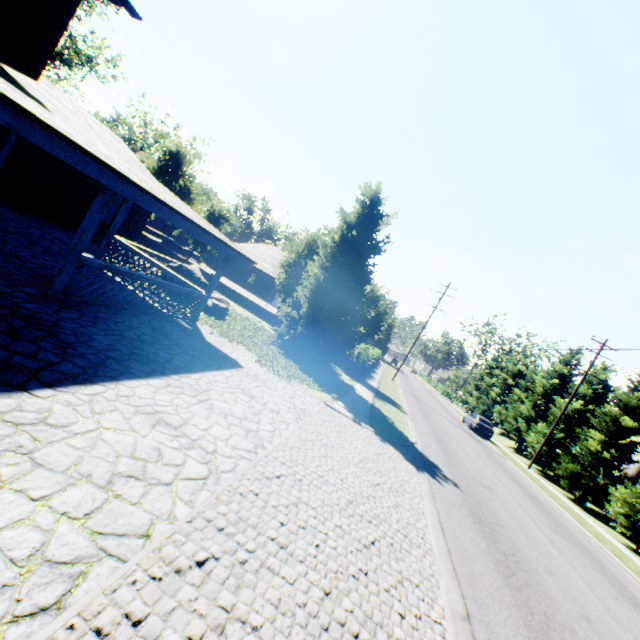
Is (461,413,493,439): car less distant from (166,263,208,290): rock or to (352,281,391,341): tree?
(352,281,391,341): tree

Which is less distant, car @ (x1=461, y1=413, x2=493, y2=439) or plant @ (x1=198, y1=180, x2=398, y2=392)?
plant @ (x1=198, y1=180, x2=398, y2=392)

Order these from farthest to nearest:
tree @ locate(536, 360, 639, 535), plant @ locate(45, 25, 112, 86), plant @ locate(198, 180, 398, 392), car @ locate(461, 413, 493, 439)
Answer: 1. plant @ locate(45, 25, 112, 86)
2. car @ locate(461, 413, 493, 439)
3. tree @ locate(536, 360, 639, 535)
4. plant @ locate(198, 180, 398, 392)

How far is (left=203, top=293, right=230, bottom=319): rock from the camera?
13.8m

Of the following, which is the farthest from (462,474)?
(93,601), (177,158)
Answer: (177,158)

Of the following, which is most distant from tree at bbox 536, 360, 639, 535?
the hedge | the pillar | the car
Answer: the pillar

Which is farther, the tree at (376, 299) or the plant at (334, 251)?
the tree at (376, 299)

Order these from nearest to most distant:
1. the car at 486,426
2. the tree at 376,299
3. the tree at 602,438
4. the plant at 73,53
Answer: the tree at 602,438 → the tree at 376,299 → the car at 486,426 → the plant at 73,53
